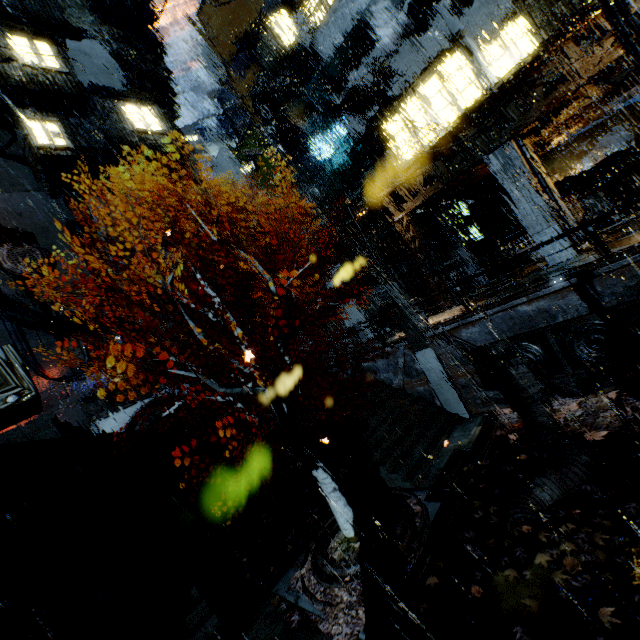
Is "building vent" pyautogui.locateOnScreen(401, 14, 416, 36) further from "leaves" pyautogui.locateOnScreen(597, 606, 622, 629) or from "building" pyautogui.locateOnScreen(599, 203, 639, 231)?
"leaves" pyautogui.locateOnScreen(597, 606, 622, 629)

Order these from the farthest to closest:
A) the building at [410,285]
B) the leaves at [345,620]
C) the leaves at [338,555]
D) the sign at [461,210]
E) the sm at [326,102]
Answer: the building at [410,285], the sm at [326,102], the sign at [461,210], the leaves at [338,555], the leaves at [345,620]

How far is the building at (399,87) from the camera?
18.4m

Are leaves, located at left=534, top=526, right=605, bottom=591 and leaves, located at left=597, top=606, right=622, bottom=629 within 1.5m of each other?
yes

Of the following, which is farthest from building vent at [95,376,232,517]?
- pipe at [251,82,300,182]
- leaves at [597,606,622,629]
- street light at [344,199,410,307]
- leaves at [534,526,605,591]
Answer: pipe at [251,82,300,182]

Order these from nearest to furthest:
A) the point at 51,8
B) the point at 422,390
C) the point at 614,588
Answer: the point at 614,588, the point at 422,390, the point at 51,8

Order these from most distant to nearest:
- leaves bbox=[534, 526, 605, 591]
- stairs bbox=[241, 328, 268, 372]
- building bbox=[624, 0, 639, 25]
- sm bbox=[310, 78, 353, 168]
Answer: sm bbox=[310, 78, 353, 168] < stairs bbox=[241, 328, 268, 372] < building bbox=[624, 0, 639, 25] < leaves bbox=[534, 526, 605, 591]

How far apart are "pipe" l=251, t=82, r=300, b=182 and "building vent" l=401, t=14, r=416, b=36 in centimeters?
1509cm
